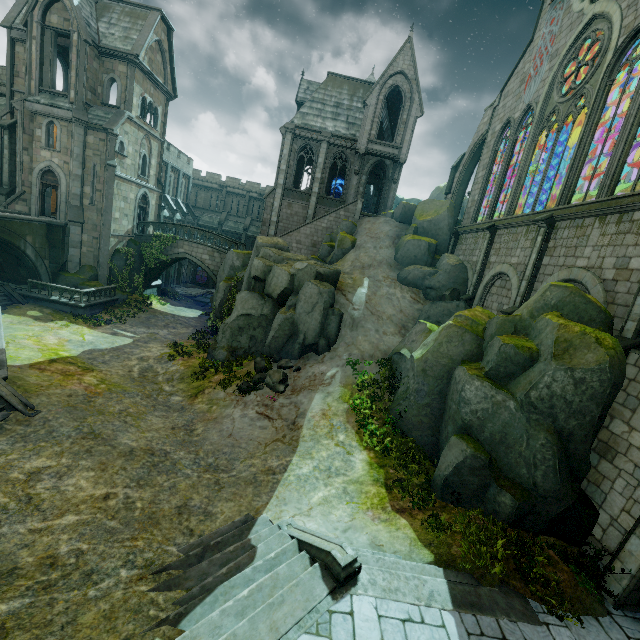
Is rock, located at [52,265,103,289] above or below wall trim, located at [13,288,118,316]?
above

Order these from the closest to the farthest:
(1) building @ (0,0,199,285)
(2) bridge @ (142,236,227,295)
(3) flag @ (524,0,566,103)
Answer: (3) flag @ (524,0,566,103) → (1) building @ (0,0,199,285) → (2) bridge @ (142,236,227,295)

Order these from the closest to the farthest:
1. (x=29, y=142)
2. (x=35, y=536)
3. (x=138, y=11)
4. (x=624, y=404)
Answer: (x=35, y=536)
(x=624, y=404)
(x=29, y=142)
(x=138, y=11)

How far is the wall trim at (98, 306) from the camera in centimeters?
2158cm

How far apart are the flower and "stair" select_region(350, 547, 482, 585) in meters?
8.1

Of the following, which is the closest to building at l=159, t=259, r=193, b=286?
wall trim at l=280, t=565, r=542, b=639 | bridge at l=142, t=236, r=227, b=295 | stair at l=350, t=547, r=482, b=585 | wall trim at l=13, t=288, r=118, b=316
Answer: bridge at l=142, t=236, r=227, b=295

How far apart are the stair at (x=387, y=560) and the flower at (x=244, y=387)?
8.1 meters

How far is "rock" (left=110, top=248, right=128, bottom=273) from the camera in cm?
2611
